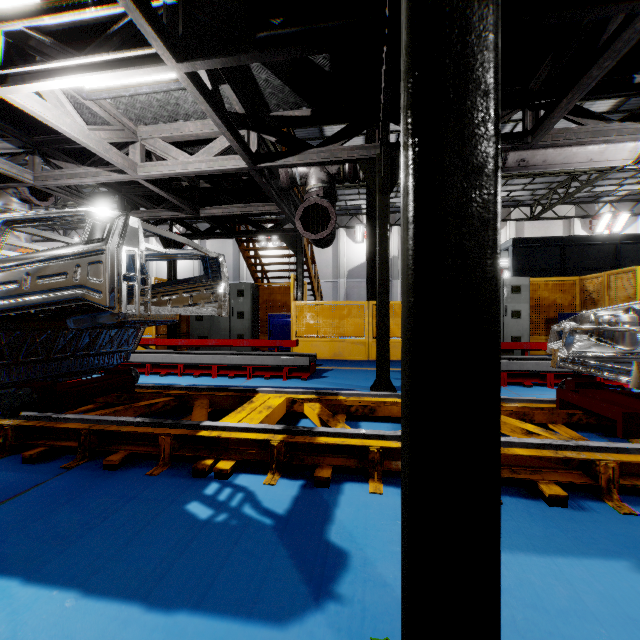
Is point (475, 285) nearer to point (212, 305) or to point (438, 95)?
point (438, 95)

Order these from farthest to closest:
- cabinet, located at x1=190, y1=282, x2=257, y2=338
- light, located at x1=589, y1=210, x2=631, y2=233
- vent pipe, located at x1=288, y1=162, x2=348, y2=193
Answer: light, located at x1=589, y1=210, x2=631, y2=233 < cabinet, located at x1=190, y1=282, x2=257, y2=338 < vent pipe, located at x1=288, y1=162, x2=348, y2=193

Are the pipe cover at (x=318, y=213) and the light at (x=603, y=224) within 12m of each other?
no

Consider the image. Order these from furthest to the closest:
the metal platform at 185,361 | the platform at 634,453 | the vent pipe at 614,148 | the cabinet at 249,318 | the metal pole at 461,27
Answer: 1. the cabinet at 249,318
2. the metal platform at 185,361
3. the vent pipe at 614,148
4. the platform at 634,453
5. the metal pole at 461,27

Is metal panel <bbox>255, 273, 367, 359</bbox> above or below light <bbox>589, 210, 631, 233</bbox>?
below

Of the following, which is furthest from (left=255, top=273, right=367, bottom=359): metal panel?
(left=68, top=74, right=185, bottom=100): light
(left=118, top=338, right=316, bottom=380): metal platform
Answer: (left=68, top=74, right=185, bottom=100): light

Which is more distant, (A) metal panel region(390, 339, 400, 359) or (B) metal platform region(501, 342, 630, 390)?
(A) metal panel region(390, 339, 400, 359)

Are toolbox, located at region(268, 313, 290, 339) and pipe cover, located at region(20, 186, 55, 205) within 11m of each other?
yes
